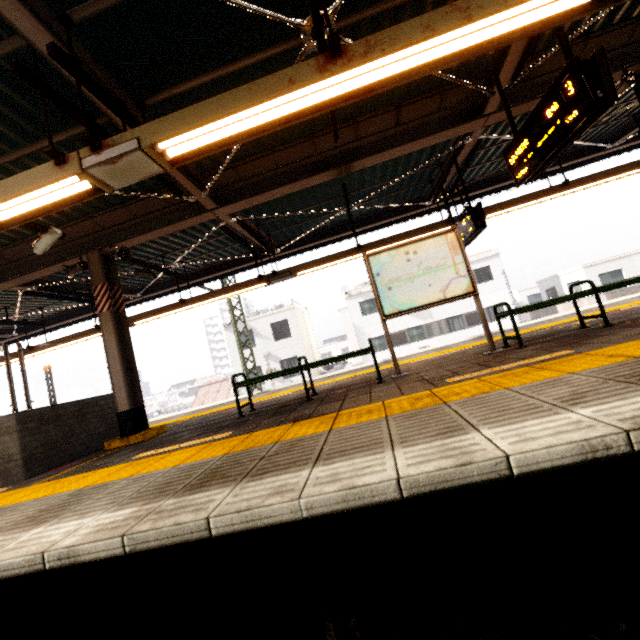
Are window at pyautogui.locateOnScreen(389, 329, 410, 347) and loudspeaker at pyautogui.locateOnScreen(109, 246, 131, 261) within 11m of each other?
no

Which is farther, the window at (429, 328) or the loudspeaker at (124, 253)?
the window at (429, 328)

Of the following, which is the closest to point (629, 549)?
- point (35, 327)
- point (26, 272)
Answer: point (26, 272)

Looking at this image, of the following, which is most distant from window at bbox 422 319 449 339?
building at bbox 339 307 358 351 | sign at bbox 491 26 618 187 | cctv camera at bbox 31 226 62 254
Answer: cctv camera at bbox 31 226 62 254

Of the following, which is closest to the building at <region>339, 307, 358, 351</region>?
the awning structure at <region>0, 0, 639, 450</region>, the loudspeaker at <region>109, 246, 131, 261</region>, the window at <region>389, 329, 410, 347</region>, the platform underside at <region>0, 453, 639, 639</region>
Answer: the window at <region>389, 329, 410, 347</region>

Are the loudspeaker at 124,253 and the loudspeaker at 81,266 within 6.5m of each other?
yes

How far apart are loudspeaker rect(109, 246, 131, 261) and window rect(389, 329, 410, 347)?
20.9m

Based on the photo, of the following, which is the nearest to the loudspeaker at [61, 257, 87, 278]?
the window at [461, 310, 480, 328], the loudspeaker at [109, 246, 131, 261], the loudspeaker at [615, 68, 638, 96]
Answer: the loudspeaker at [109, 246, 131, 261]
